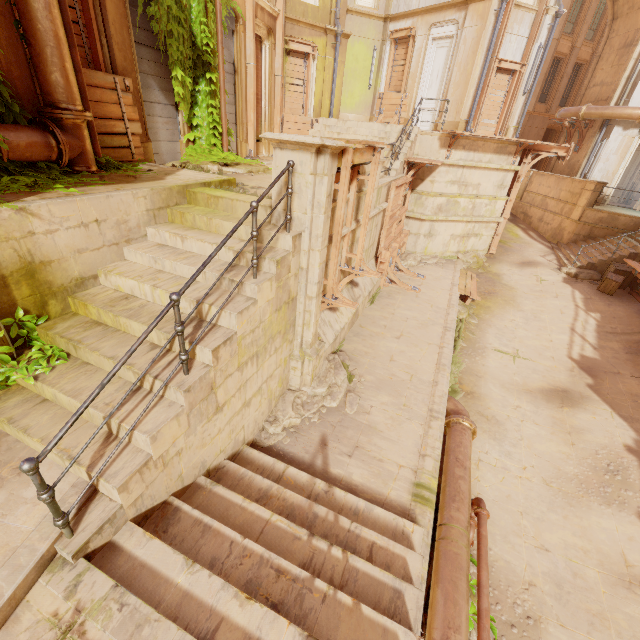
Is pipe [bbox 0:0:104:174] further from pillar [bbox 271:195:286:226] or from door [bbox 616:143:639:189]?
door [bbox 616:143:639:189]

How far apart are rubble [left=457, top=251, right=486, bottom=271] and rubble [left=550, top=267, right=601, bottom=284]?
2.5m

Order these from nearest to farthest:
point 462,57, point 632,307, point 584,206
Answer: point 632,307
point 462,57
point 584,206

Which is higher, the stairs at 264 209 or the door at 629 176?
the door at 629 176

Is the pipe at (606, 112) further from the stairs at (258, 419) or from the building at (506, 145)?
the stairs at (258, 419)

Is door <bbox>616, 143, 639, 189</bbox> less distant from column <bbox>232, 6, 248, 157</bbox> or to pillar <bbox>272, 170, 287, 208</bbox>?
column <bbox>232, 6, 248, 157</bbox>

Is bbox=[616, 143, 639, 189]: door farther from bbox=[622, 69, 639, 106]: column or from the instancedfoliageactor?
the instancedfoliageactor

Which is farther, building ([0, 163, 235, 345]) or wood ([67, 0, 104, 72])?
wood ([67, 0, 104, 72])
